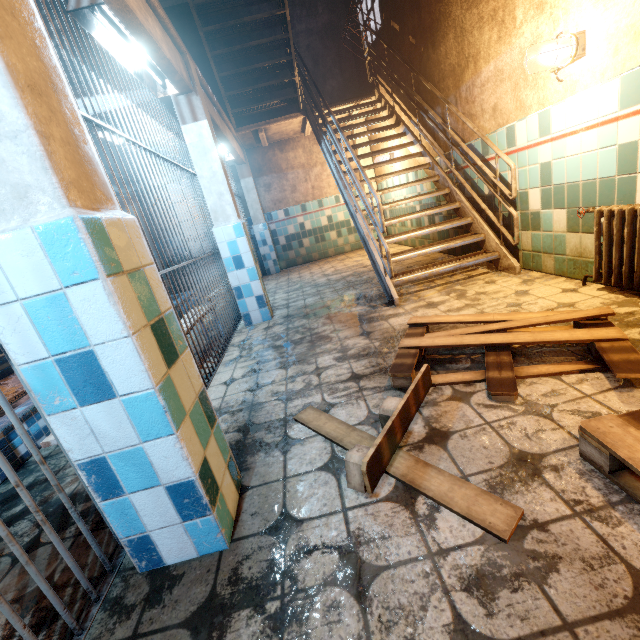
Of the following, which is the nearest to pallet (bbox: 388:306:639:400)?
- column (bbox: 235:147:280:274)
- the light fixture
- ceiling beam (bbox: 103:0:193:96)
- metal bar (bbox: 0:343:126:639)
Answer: metal bar (bbox: 0:343:126:639)

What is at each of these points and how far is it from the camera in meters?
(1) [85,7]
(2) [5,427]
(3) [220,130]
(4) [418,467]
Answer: (1) ceiling light, 1.7
(2) bench, 2.2
(3) ceiling beam, 4.8
(4) board, 1.4

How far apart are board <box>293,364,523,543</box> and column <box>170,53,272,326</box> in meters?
2.3 m

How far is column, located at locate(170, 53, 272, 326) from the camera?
3.5 meters

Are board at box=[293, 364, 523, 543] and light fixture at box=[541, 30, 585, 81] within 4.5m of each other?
yes

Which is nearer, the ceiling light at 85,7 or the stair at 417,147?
the ceiling light at 85,7

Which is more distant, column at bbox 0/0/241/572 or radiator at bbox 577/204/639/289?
radiator at bbox 577/204/639/289

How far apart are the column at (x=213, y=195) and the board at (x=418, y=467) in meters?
2.3 m
